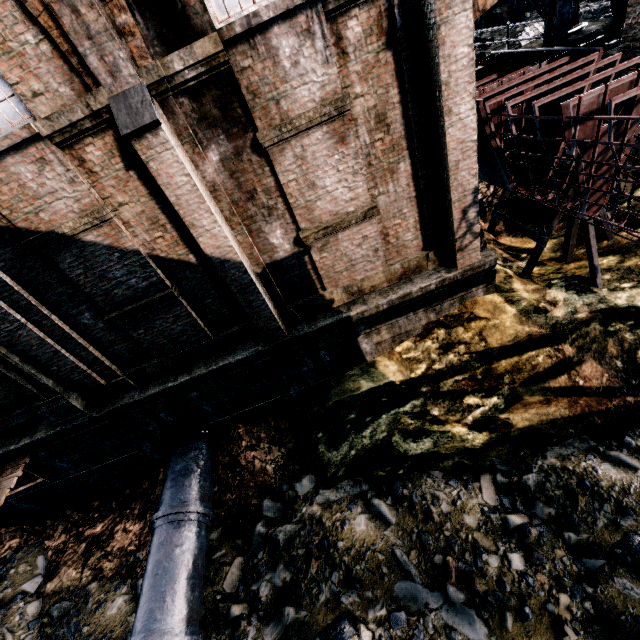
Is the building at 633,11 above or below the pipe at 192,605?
above

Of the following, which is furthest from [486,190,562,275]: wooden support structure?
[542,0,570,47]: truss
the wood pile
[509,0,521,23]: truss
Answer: [509,0,521,23]: truss

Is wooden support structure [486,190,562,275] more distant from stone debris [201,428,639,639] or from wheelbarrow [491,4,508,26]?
wheelbarrow [491,4,508,26]

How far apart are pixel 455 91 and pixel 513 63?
6.6m

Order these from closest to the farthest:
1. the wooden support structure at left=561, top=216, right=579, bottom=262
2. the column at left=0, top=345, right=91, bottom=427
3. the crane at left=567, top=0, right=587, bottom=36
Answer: the column at left=0, top=345, right=91, bottom=427 < the wooden support structure at left=561, top=216, right=579, bottom=262 < the crane at left=567, top=0, right=587, bottom=36

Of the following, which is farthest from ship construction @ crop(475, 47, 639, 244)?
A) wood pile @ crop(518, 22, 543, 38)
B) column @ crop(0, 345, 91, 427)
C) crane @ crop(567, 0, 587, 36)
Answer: column @ crop(0, 345, 91, 427)

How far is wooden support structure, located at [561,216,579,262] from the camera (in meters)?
9.87

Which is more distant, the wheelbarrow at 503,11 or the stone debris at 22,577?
the wheelbarrow at 503,11
